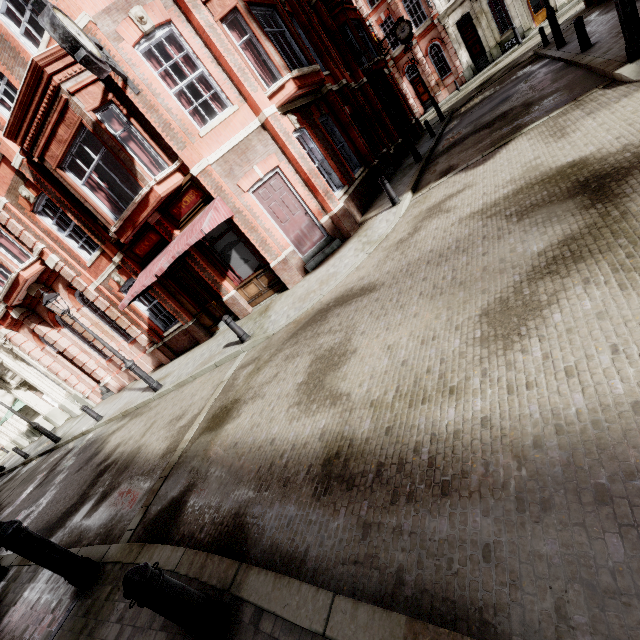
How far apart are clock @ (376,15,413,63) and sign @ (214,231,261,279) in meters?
19.6

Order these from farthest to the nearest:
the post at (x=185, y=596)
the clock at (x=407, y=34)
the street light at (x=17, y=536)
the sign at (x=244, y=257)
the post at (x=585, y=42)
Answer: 1. the clock at (x=407, y=34)
2. the sign at (x=244, y=257)
3. the post at (x=585, y=42)
4. the street light at (x=17, y=536)
5. the post at (x=185, y=596)

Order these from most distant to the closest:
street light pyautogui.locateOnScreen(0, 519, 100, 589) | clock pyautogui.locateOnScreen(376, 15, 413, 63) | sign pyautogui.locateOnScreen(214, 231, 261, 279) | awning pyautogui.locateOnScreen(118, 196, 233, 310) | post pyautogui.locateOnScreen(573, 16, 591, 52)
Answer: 1. clock pyautogui.locateOnScreen(376, 15, 413, 63)
2. sign pyautogui.locateOnScreen(214, 231, 261, 279)
3. post pyautogui.locateOnScreen(573, 16, 591, 52)
4. awning pyautogui.locateOnScreen(118, 196, 233, 310)
5. street light pyautogui.locateOnScreen(0, 519, 100, 589)

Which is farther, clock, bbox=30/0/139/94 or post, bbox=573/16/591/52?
post, bbox=573/16/591/52

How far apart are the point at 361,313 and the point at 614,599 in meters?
4.8

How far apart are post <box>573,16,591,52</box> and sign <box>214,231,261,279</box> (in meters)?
12.31

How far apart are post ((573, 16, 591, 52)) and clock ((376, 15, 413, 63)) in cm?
1371

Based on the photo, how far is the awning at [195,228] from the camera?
8.82m
